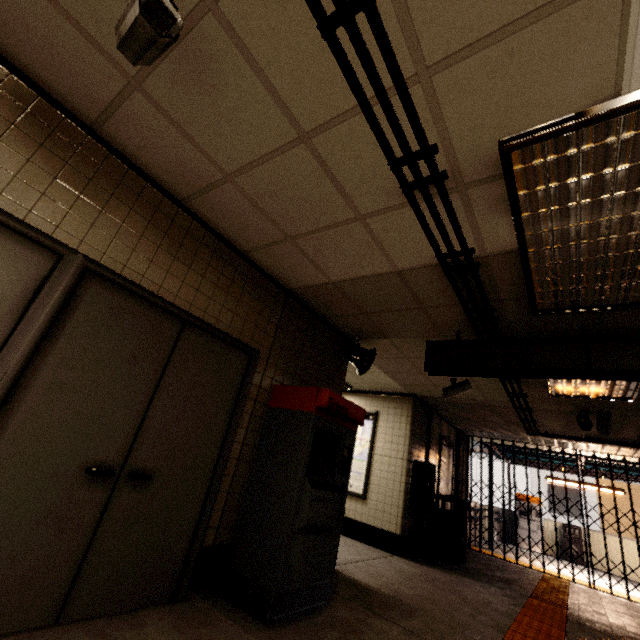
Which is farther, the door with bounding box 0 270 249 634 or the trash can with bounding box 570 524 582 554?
the trash can with bounding box 570 524 582 554

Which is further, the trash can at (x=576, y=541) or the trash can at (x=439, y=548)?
the trash can at (x=576, y=541)

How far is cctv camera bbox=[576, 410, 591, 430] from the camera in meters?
5.3 m

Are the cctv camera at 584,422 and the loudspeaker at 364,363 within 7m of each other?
yes

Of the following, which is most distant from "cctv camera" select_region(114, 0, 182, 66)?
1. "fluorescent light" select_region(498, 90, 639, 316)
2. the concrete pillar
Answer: the concrete pillar

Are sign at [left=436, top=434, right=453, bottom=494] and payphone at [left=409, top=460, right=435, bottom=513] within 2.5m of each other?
yes

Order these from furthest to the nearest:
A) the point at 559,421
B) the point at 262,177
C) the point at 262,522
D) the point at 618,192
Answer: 1. the point at 559,421
2. the point at 262,522
3. the point at 262,177
4. the point at 618,192

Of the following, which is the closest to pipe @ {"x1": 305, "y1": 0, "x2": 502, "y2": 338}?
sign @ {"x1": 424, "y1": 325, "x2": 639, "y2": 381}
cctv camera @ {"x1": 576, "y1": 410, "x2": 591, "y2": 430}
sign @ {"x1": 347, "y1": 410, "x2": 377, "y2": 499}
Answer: sign @ {"x1": 424, "y1": 325, "x2": 639, "y2": 381}
